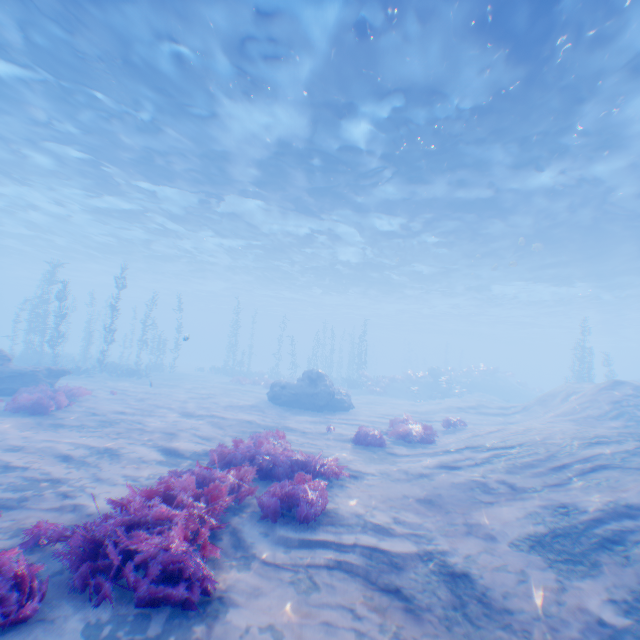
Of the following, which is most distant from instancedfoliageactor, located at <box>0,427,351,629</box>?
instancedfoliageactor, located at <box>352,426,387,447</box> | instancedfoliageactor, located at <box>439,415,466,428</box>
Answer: instancedfoliageactor, located at <box>439,415,466,428</box>

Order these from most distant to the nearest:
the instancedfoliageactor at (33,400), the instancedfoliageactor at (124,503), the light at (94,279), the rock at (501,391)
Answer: the rock at (501,391)
the instancedfoliageactor at (33,400)
the light at (94,279)
the instancedfoliageactor at (124,503)

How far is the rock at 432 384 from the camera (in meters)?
30.78

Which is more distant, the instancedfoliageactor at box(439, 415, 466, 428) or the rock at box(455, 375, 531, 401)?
the rock at box(455, 375, 531, 401)

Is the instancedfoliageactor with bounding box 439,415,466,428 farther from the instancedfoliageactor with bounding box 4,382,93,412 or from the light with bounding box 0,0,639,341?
the instancedfoliageactor with bounding box 4,382,93,412

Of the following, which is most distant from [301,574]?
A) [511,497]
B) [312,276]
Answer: [312,276]

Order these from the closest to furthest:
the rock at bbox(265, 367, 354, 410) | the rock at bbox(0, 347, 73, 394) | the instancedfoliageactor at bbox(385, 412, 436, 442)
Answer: the instancedfoliageactor at bbox(385, 412, 436, 442) → the rock at bbox(0, 347, 73, 394) → the rock at bbox(265, 367, 354, 410)

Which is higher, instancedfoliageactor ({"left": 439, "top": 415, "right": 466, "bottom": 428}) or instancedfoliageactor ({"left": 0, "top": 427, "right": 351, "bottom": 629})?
instancedfoliageactor ({"left": 439, "top": 415, "right": 466, "bottom": 428})
